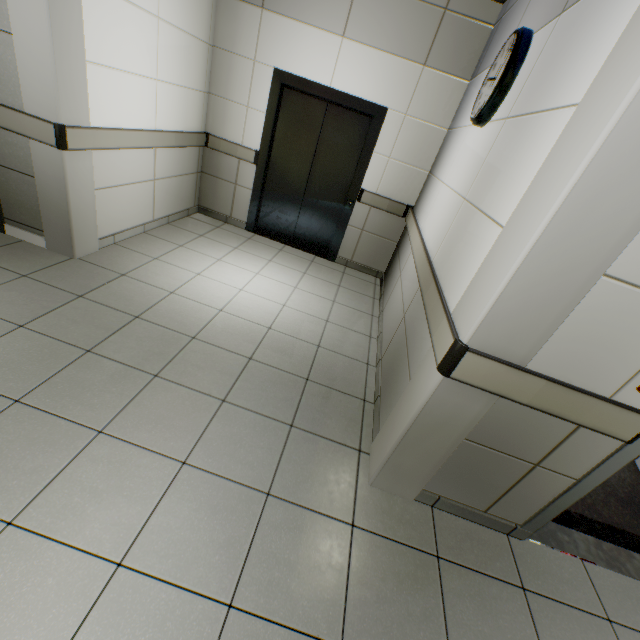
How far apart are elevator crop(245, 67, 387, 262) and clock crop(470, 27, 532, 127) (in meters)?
1.64

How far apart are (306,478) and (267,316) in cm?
170

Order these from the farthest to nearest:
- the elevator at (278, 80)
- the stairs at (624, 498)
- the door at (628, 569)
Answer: the elevator at (278, 80) → the stairs at (624, 498) → the door at (628, 569)

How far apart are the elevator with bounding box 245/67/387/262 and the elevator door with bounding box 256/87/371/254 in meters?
0.0

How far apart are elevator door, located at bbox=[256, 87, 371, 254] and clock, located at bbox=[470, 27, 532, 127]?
1.9 meters

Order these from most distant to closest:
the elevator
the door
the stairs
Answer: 1. the elevator
2. the stairs
3. the door

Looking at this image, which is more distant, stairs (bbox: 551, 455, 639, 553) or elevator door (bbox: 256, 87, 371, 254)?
elevator door (bbox: 256, 87, 371, 254)

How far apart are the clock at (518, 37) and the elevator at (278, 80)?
1.6 meters
